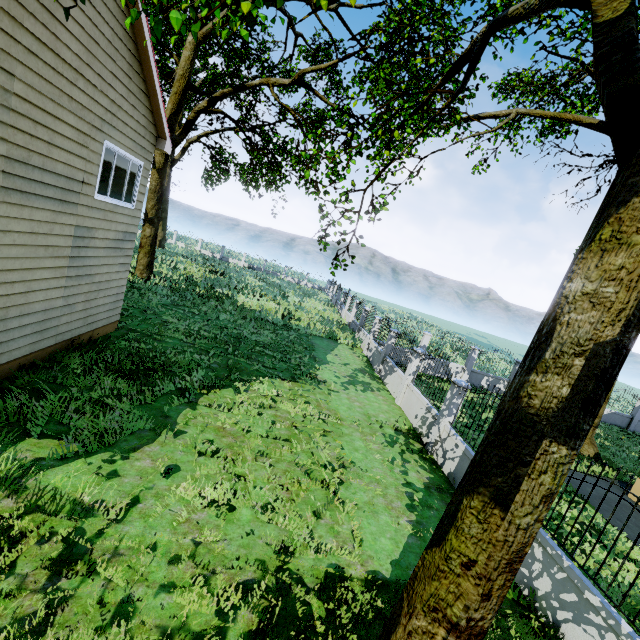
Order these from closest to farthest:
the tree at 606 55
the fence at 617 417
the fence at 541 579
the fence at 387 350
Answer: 1. the tree at 606 55
2. the fence at 541 579
3. the fence at 387 350
4. the fence at 617 417

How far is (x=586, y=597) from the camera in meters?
4.8

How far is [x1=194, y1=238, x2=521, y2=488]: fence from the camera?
8.9 meters

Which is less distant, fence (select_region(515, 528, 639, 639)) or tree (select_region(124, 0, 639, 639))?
tree (select_region(124, 0, 639, 639))

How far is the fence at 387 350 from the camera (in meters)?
8.93

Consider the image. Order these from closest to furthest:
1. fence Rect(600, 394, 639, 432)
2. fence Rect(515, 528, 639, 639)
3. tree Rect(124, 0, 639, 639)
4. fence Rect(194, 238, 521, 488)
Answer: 1. tree Rect(124, 0, 639, 639)
2. fence Rect(515, 528, 639, 639)
3. fence Rect(194, 238, 521, 488)
4. fence Rect(600, 394, 639, 432)
